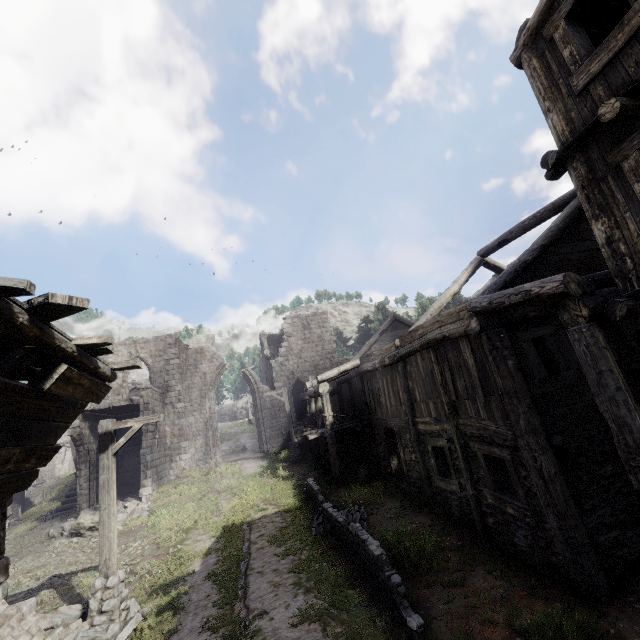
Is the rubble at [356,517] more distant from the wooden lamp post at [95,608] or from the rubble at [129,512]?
the rubble at [129,512]

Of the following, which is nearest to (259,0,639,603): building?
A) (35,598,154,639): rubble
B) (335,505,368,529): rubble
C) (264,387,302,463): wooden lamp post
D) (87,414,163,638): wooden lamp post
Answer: (35,598,154,639): rubble

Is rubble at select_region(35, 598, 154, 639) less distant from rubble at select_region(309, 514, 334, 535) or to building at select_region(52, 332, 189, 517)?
building at select_region(52, 332, 189, 517)

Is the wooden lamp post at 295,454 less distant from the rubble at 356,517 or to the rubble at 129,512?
the rubble at 129,512

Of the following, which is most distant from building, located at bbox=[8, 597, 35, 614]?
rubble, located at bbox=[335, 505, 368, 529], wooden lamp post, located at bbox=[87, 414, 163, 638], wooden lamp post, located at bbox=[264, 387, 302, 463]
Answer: rubble, located at bbox=[335, 505, 368, 529]

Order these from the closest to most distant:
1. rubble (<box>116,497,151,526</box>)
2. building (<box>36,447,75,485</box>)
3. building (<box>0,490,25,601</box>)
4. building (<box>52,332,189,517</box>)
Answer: building (<box>0,490,25,601</box>) < rubble (<box>116,497,151,526</box>) < building (<box>52,332,189,517</box>) < building (<box>36,447,75,485</box>)

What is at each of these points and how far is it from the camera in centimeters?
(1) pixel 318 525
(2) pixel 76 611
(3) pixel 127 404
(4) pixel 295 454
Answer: (1) rubble, 1073cm
(2) rubble, 752cm
(3) building, 1928cm
(4) wooden lamp post, 2077cm

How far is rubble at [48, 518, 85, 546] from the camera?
14.14m
